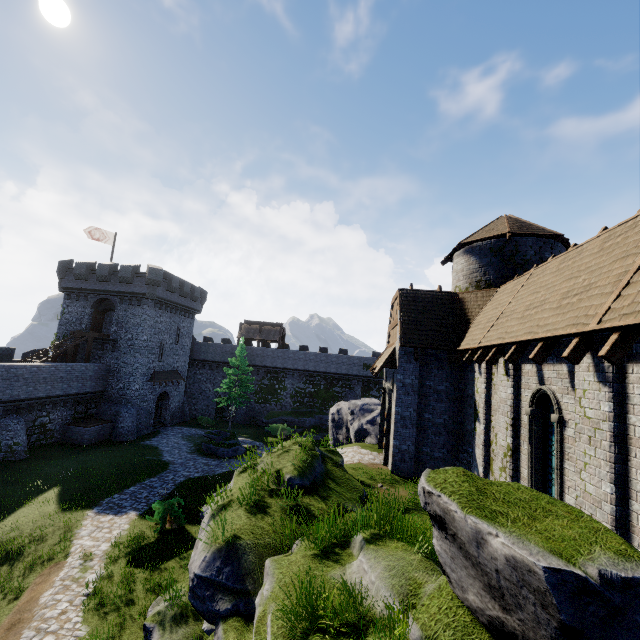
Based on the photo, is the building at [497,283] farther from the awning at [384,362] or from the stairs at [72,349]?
the stairs at [72,349]

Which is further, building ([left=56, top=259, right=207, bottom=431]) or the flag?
the flag

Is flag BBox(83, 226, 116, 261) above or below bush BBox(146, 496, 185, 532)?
above

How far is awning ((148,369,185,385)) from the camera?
33.9m

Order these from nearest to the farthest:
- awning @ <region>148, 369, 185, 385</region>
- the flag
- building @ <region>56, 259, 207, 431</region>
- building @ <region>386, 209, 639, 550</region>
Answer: building @ <region>386, 209, 639, 550</region> < building @ <region>56, 259, 207, 431</region> < the flag < awning @ <region>148, 369, 185, 385</region>

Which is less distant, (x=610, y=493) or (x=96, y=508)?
(x=610, y=493)

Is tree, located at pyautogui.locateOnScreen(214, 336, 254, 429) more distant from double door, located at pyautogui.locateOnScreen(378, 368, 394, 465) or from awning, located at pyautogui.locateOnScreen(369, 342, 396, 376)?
double door, located at pyautogui.locateOnScreen(378, 368, 394, 465)

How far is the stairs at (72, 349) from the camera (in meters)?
26.75
